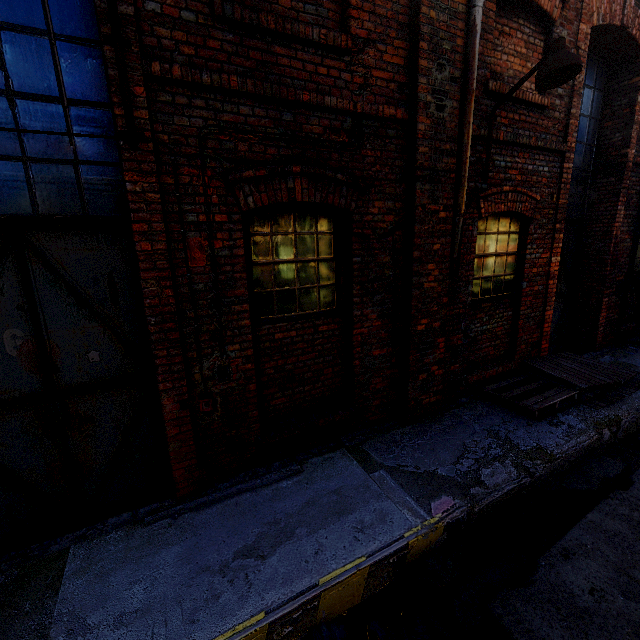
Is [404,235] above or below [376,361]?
above

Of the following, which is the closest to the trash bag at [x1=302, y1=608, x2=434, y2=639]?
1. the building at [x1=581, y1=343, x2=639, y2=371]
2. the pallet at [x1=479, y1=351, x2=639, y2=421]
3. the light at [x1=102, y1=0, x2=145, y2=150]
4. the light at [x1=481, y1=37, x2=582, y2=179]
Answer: the building at [x1=581, y1=343, x2=639, y2=371]

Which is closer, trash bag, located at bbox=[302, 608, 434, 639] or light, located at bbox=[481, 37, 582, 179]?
trash bag, located at bbox=[302, 608, 434, 639]

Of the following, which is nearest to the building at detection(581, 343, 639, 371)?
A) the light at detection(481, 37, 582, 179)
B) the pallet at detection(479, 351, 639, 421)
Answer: the pallet at detection(479, 351, 639, 421)

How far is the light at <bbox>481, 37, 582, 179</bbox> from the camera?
3.37m

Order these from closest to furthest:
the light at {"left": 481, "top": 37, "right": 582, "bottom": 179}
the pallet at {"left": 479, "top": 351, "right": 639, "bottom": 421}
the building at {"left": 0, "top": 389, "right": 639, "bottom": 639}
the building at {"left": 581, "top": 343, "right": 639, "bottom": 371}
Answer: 1. the building at {"left": 0, "top": 389, "right": 639, "bottom": 639}
2. the light at {"left": 481, "top": 37, "right": 582, "bottom": 179}
3. the pallet at {"left": 479, "top": 351, "right": 639, "bottom": 421}
4. the building at {"left": 581, "top": 343, "right": 639, "bottom": 371}

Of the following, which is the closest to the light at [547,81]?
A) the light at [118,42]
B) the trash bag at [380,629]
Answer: the light at [118,42]

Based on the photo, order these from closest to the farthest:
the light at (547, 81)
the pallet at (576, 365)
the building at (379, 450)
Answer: the building at (379, 450), the light at (547, 81), the pallet at (576, 365)
